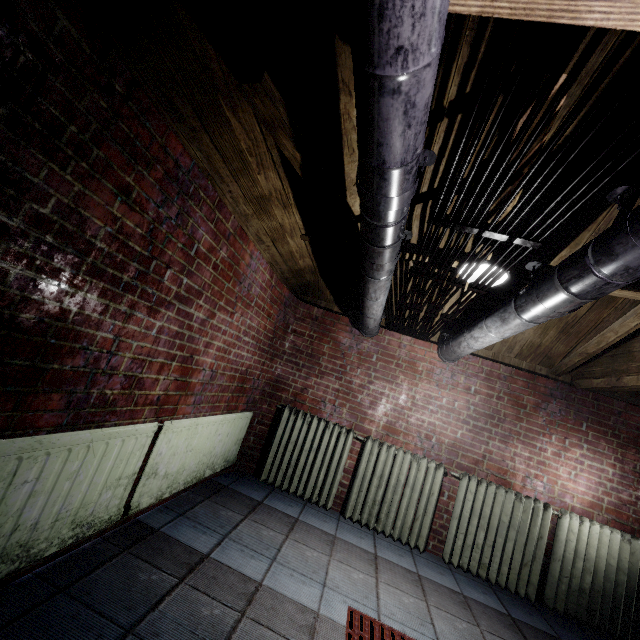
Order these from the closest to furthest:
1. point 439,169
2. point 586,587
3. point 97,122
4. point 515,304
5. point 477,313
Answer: point 97,122 < point 515,304 < point 439,169 < point 586,587 < point 477,313

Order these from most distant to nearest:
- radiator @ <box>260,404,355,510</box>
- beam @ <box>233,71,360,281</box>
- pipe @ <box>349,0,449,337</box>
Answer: radiator @ <box>260,404,355,510</box> → beam @ <box>233,71,360,281</box> → pipe @ <box>349,0,449,337</box>

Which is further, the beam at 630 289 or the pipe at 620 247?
the beam at 630 289

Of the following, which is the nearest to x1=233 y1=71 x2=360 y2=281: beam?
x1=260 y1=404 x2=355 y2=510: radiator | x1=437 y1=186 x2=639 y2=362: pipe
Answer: x1=437 y1=186 x2=639 y2=362: pipe

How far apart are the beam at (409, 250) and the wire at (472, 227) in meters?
0.1 m

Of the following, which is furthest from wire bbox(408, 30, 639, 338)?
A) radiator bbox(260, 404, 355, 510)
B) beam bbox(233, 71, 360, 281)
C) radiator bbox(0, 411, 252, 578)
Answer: radiator bbox(0, 411, 252, 578)

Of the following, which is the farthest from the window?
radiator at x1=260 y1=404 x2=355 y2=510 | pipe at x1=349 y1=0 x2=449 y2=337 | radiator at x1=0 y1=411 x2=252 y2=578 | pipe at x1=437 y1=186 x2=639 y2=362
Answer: radiator at x1=0 y1=411 x2=252 y2=578
